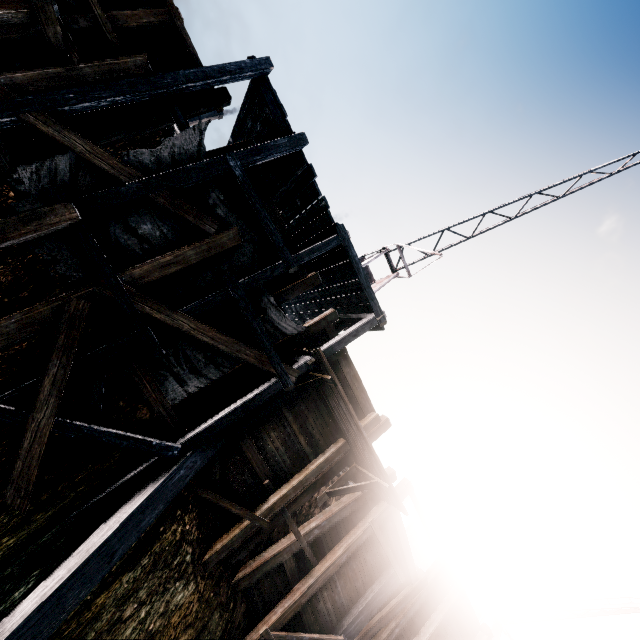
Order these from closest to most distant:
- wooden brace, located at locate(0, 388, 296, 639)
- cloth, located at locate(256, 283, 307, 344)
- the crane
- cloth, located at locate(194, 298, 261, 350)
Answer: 1. wooden brace, located at locate(0, 388, 296, 639)
2. cloth, located at locate(194, 298, 261, 350)
3. cloth, located at locate(256, 283, 307, 344)
4. the crane

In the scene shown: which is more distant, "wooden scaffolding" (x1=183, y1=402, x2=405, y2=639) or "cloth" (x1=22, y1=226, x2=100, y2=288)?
"wooden scaffolding" (x1=183, y1=402, x2=405, y2=639)

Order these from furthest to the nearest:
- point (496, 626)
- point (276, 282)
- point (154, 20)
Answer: point (496, 626) < point (276, 282) < point (154, 20)

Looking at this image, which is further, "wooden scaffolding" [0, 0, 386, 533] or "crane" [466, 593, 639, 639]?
"crane" [466, 593, 639, 639]

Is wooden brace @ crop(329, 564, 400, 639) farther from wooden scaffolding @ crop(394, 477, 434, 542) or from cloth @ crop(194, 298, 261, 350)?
cloth @ crop(194, 298, 261, 350)

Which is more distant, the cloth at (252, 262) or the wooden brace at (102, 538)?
the cloth at (252, 262)

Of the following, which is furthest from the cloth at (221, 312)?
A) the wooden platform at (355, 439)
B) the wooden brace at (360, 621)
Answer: the wooden brace at (360, 621)

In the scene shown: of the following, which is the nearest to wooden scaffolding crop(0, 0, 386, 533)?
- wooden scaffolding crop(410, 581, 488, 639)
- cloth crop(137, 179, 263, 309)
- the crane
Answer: cloth crop(137, 179, 263, 309)
